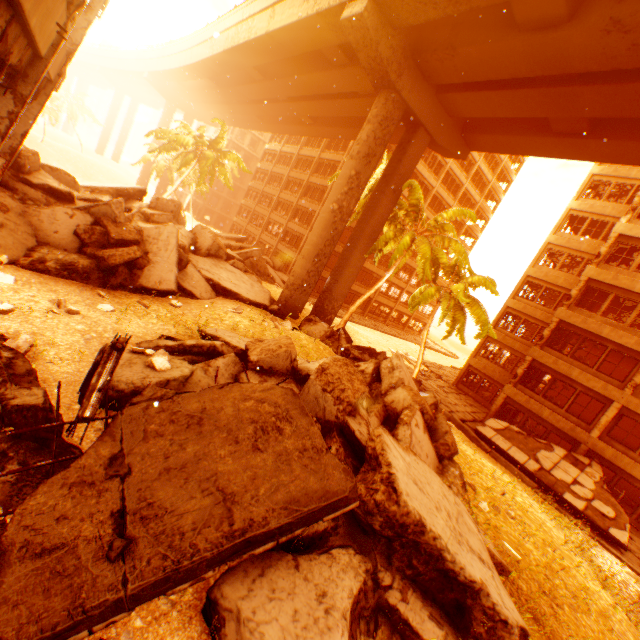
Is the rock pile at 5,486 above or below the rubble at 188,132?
below

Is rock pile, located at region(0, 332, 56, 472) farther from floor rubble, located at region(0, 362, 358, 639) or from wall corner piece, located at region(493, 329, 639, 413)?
wall corner piece, located at region(493, 329, 639, 413)

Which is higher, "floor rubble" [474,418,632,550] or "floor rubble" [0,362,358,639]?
"floor rubble" [0,362,358,639]

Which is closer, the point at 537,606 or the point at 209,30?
the point at 537,606

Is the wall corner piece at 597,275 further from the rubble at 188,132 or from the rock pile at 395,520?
the rock pile at 395,520

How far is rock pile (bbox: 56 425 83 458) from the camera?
4.6m

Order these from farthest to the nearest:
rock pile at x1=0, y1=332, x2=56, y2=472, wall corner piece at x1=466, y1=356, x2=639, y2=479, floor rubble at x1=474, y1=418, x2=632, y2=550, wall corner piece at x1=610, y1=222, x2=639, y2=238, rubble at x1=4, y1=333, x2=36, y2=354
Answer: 1. wall corner piece at x1=610, y1=222, x2=639, y2=238
2. wall corner piece at x1=466, y1=356, x2=639, y2=479
3. floor rubble at x1=474, y1=418, x2=632, y2=550
4. rubble at x1=4, y1=333, x2=36, y2=354
5. rock pile at x1=0, y1=332, x2=56, y2=472

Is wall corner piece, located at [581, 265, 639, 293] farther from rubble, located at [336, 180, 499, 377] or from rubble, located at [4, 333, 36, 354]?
rubble, located at [4, 333, 36, 354]
